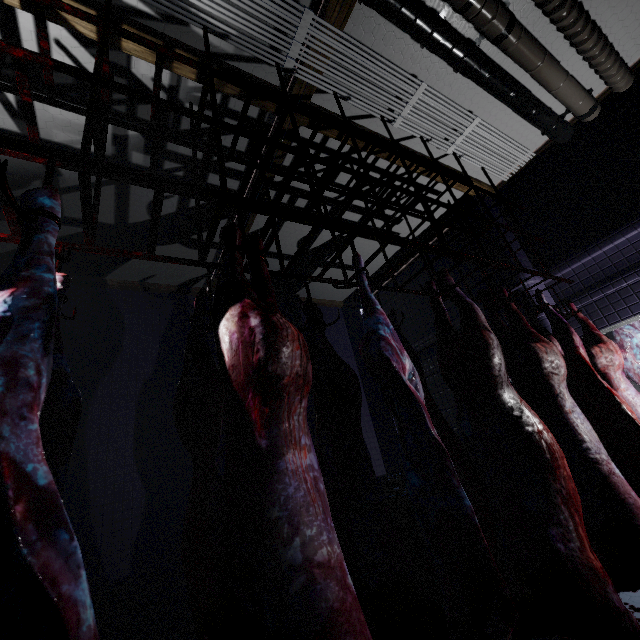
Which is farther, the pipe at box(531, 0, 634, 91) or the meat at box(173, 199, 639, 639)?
the pipe at box(531, 0, 634, 91)

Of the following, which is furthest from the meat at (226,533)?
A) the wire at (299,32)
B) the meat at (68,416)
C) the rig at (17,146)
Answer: the wire at (299,32)

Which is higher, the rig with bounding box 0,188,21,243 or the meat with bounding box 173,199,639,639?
the rig with bounding box 0,188,21,243

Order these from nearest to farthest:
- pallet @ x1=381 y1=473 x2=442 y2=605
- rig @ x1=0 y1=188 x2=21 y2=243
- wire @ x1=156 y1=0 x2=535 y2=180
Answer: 1. rig @ x1=0 y1=188 x2=21 y2=243
2. wire @ x1=156 y1=0 x2=535 y2=180
3. pallet @ x1=381 y1=473 x2=442 y2=605

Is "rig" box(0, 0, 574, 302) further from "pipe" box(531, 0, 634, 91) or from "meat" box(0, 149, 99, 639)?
"pipe" box(531, 0, 634, 91)

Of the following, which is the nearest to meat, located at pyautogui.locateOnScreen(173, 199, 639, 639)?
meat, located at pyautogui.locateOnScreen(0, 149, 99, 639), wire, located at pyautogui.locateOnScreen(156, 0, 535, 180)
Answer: meat, located at pyautogui.locateOnScreen(0, 149, 99, 639)

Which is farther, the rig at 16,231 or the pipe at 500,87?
the pipe at 500,87

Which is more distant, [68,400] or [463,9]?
[463,9]
